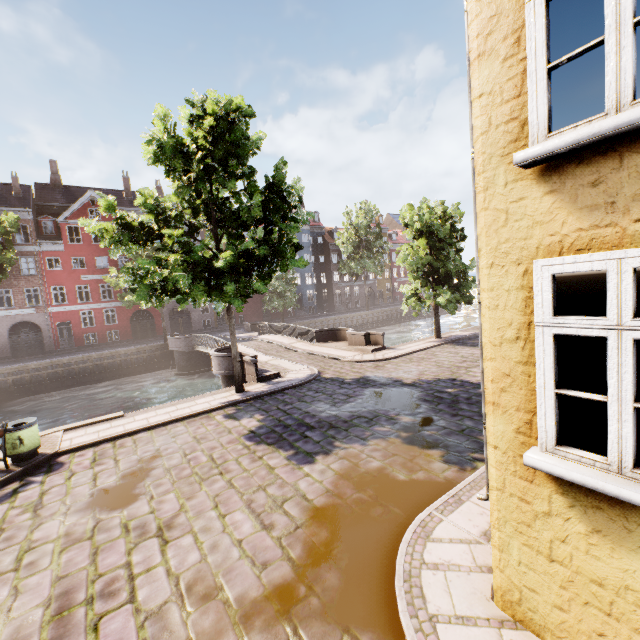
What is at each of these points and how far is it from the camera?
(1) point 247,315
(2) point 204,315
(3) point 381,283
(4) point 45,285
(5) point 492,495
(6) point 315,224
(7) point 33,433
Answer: (1) building, 43.6 meters
(2) building, 40.3 meters
(3) building, 58.4 meters
(4) building, 31.5 meters
(5) building, 3.5 meters
(6) building, 51.8 meters
(7) trash bin, 8.4 meters

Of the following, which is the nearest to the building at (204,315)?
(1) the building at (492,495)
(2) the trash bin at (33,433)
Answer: (2) the trash bin at (33,433)

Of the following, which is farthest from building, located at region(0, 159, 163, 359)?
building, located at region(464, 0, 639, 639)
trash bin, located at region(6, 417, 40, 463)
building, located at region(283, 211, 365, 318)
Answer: building, located at region(464, 0, 639, 639)

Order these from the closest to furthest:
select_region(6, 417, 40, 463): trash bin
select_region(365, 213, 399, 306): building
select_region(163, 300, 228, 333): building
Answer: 1. select_region(6, 417, 40, 463): trash bin
2. select_region(163, 300, 228, 333): building
3. select_region(365, 213, 399, 306): building

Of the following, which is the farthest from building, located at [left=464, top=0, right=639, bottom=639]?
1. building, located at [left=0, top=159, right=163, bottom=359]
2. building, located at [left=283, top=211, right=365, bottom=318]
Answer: building, located at [left=283, top=211, right=365, bottom=318]

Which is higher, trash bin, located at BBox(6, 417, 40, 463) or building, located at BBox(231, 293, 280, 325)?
building, located at BBox(231, 293, 280, 325)

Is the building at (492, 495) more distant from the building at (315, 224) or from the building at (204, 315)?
the building at (315, 224)
